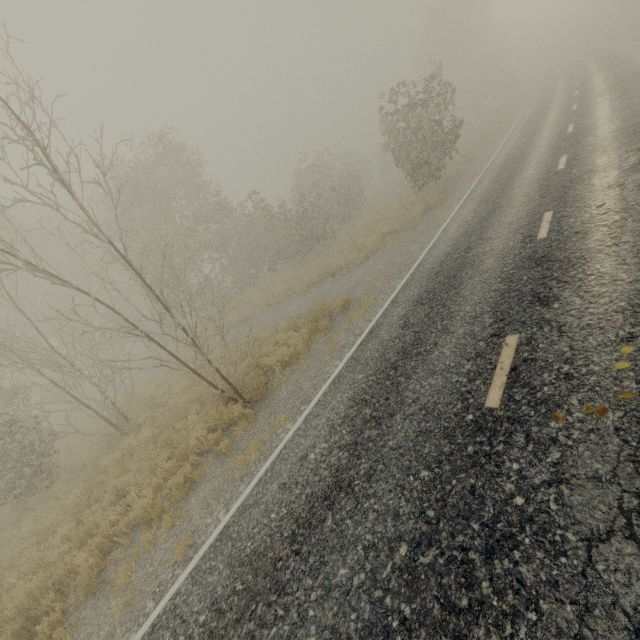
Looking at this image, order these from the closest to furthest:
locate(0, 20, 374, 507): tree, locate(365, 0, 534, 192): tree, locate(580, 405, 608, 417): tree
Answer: locate(580, 405, 608, 417): tree
locate(0, 20, 374, 507): tree
locate(365, 0, 534, 192): tree

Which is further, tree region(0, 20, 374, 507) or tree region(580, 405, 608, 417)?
tree region(0, 20, 374, 507)

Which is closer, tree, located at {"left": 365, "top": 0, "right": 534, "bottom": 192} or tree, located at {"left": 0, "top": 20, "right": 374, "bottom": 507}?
→ tree, located at {"left": 0, "top": 20, "right": 374, "bottom": 507}

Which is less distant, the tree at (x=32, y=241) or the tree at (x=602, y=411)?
the tree at (x=602, y=411)

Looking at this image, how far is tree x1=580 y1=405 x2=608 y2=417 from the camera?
3.3 meters

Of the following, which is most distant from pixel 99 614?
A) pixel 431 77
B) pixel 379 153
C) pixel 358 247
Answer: pixel 379 153

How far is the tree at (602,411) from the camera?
3.3m
